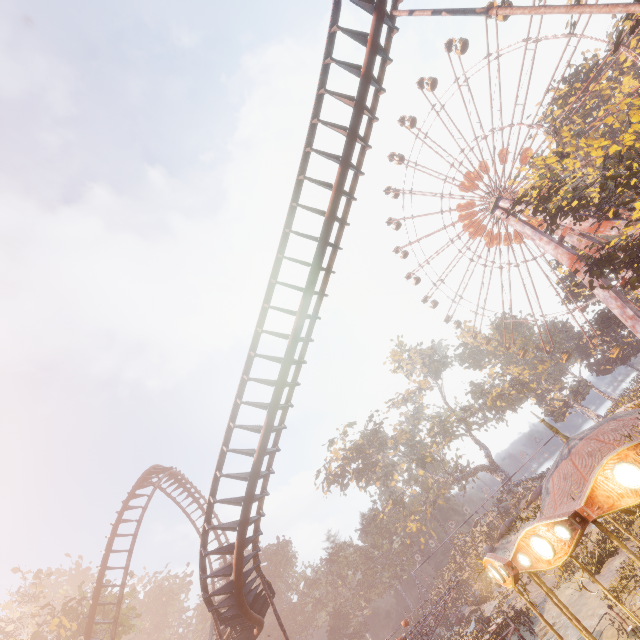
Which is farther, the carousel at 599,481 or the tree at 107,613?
the tree at 107,613

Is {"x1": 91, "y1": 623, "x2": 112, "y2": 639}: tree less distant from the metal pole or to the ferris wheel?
the metal pole

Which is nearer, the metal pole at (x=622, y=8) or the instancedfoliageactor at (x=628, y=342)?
the metal pole at (x=622, y=8)

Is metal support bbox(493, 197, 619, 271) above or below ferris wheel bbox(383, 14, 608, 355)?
below

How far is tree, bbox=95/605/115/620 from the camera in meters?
23.7 m

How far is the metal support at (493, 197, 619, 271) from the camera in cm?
3231

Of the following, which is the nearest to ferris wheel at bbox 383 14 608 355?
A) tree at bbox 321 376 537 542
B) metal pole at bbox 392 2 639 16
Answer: tree at bbox 321 376 537 542

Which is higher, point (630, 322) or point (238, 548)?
point (238, 548)
